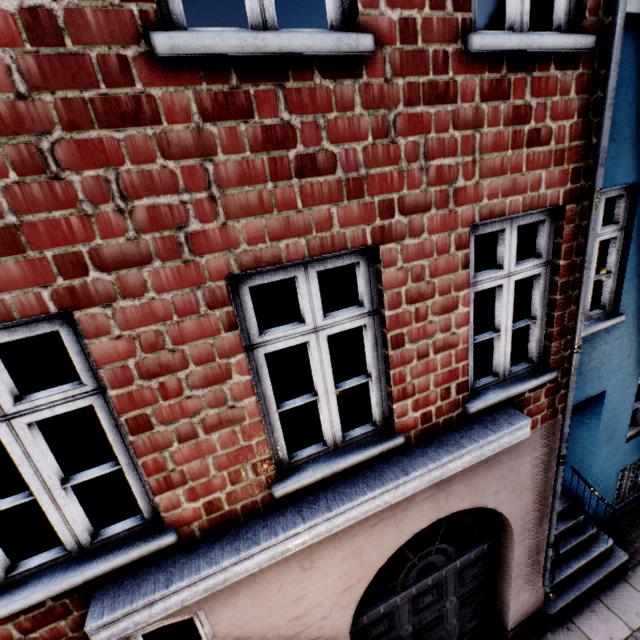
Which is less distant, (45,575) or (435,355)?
(45,575)
